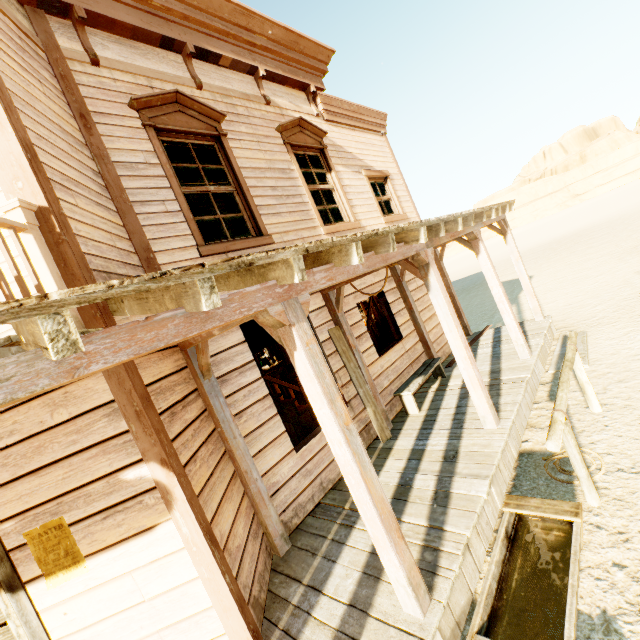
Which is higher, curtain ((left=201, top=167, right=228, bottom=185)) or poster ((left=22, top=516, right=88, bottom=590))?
curtain ((left=201, top=167, right=228, bottom=185))

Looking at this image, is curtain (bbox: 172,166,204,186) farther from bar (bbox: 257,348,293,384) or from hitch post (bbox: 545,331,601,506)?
bar (bbox: 257,348,293,384)

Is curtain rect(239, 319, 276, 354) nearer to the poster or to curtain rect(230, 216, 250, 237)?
curtain rect(230, 216, 250, 237)

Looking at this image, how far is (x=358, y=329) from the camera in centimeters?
598cm

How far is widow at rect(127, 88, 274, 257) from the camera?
4.1 meters

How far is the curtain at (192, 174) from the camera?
4.5m

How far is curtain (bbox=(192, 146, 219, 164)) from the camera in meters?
4.8 m
